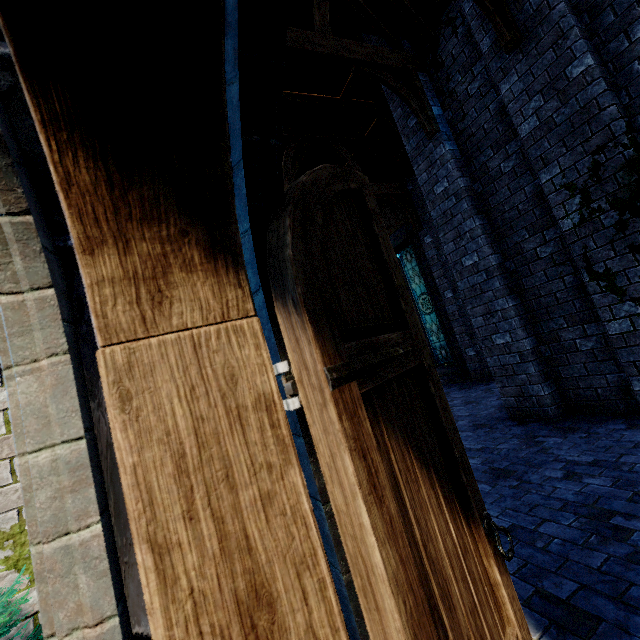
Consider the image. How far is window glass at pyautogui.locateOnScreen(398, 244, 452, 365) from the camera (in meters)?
11.66

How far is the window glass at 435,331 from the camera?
11.7 meters

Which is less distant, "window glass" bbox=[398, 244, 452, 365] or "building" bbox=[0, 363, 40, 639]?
"building" bbox=[0, 363, 40, 639]

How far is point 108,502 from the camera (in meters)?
0.78

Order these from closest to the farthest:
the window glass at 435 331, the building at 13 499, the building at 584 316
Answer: the building at 13 499 < the building at 584 316 < the window glass at 435 331

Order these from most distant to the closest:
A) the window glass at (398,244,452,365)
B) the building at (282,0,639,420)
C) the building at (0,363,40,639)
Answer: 1. the window glass at (398,244,452,365)
2. the building at (282,0,639,420)
3. the building at (0,363,40,639)

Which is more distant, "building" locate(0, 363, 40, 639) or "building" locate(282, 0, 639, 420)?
"building" locate(282, 0, 639, 420)
